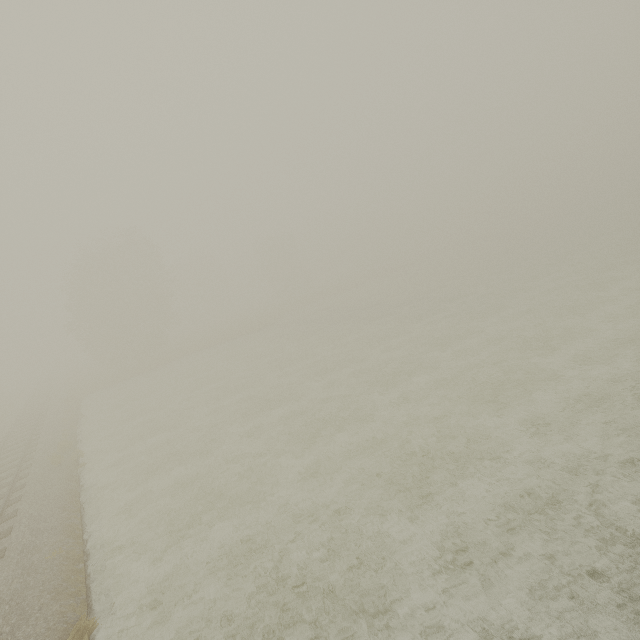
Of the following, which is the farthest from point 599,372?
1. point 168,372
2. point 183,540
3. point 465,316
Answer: point 168,372
